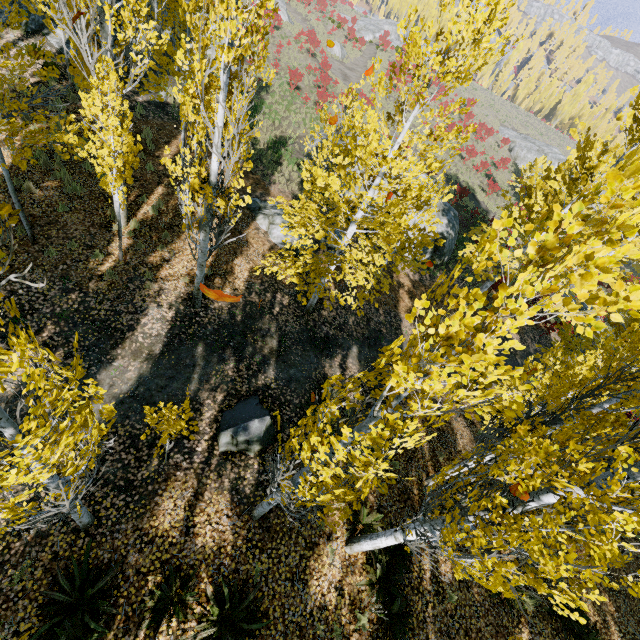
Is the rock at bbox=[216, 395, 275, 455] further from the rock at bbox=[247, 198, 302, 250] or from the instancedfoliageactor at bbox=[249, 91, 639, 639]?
the rock at bbox=[247, 198, 302, 250]

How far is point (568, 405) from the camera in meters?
5.7 m

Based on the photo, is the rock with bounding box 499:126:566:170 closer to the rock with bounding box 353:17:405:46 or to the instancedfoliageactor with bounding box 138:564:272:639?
the instancedfoliageactor with bounding box 138:564:272:639

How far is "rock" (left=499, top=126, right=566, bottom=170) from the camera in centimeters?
4391cm

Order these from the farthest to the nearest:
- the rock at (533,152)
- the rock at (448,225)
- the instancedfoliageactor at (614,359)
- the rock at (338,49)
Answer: the rock at (533,152) → the rock at (338,49) → the rock at (448,225) → the instancedfoliageactor at (614,359)

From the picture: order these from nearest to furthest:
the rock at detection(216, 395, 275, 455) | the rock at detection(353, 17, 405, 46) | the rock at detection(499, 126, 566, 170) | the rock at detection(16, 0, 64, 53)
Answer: the rock at detection(216, 395, 275, 455), the rock at detection(16, 0, 64, 53), the rock at detection(499, 126, 566, 170), the rock at detection(353, 17, 405, 46)

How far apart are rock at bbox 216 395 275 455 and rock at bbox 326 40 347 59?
47.1 meters

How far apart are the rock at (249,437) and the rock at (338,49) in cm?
4709
